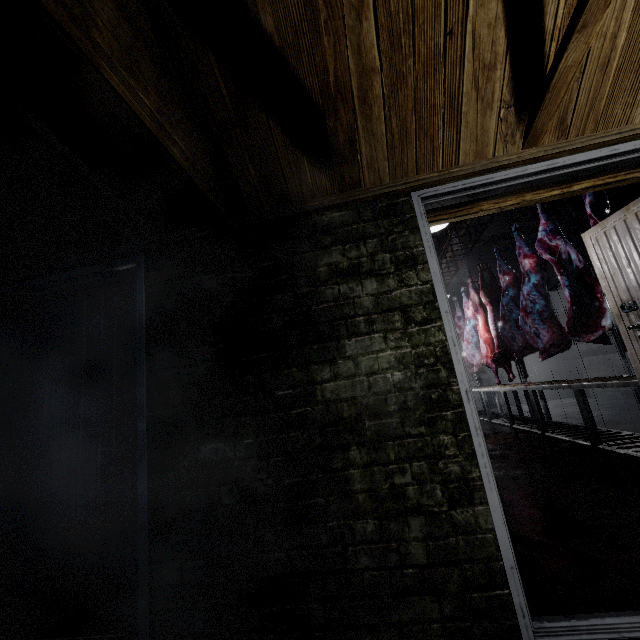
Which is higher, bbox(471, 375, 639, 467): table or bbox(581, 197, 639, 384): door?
bbox(581, 197, 639, 384): door

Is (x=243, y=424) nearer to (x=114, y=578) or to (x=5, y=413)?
(x=114, y=578)

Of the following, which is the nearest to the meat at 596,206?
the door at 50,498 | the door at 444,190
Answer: the door at 444,190

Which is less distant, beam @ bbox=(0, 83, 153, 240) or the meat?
beam @ bbox=(0, 83, 153, 240)

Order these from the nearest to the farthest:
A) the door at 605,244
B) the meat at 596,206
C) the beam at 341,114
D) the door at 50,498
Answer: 1. the beam at 341,114
2. the door at 50,498
3. the door at 605,244
4. the meat at 596,206

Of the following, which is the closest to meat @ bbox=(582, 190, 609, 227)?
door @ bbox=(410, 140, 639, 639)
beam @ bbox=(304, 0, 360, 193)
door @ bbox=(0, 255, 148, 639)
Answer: door @ bbox=(410, 140, 639, 639)

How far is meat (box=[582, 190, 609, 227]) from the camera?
2.7m

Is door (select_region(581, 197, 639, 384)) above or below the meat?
below
